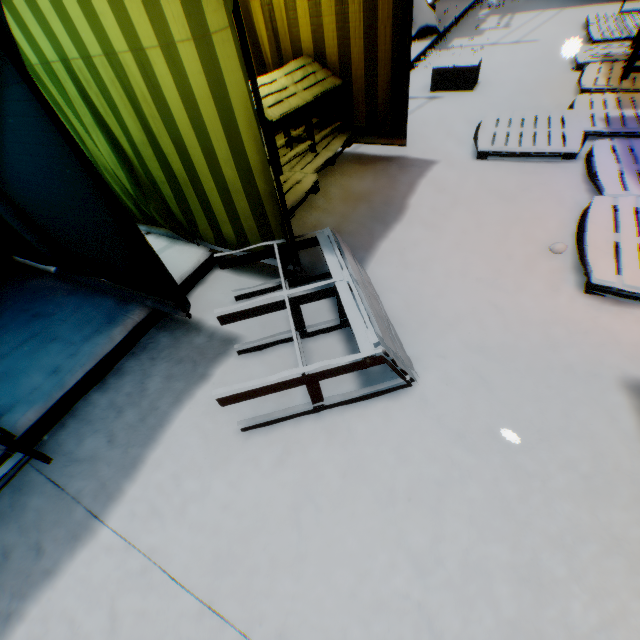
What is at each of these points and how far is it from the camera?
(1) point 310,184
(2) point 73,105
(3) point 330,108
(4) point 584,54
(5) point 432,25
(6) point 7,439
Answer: (1) wooden pallet, 3.4 meters
(2) tent, 2.6 meters
(3) tent, 4.2 meters
(4) wooden pallet, 5.6 meters
(5) trash bag, 7.8 meters
(6) table, 1.7 meters

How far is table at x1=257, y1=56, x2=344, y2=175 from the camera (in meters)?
3.31

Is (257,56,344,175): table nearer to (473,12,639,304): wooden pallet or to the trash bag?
(473,12,639,304): wooden pallet

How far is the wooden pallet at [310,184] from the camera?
3.27m

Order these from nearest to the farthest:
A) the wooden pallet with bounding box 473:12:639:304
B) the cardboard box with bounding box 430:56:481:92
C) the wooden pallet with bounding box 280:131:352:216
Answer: the wooden pallet with bounding box 473:12:639:304 < the wooden pallet with bounding box 280:131:352:216 < the cardboard box with bounding box 430:56:481:92

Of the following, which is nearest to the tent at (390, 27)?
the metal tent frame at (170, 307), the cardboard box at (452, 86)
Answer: the metal tent frame at (170, 307)

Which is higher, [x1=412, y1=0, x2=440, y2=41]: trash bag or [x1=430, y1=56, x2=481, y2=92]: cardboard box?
[x1=412, y1=0, x2=440, y2=41]: trash bag

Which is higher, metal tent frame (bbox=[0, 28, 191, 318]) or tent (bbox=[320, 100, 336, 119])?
tent (bbox=[320, 100, 336, 119])
